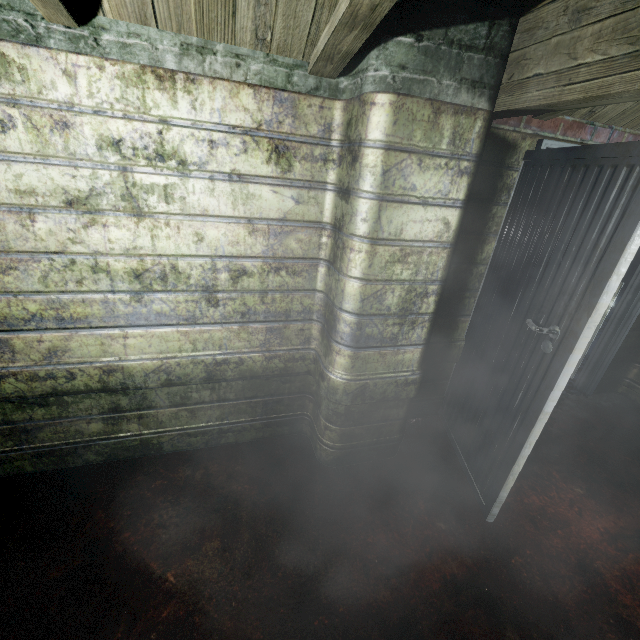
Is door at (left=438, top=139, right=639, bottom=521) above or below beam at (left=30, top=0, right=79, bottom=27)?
below

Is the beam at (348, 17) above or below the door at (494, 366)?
above

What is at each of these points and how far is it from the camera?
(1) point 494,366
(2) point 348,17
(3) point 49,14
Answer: (1) door, 1.89m
(2) beam, 0.98m
(3) beam, 1.04m
